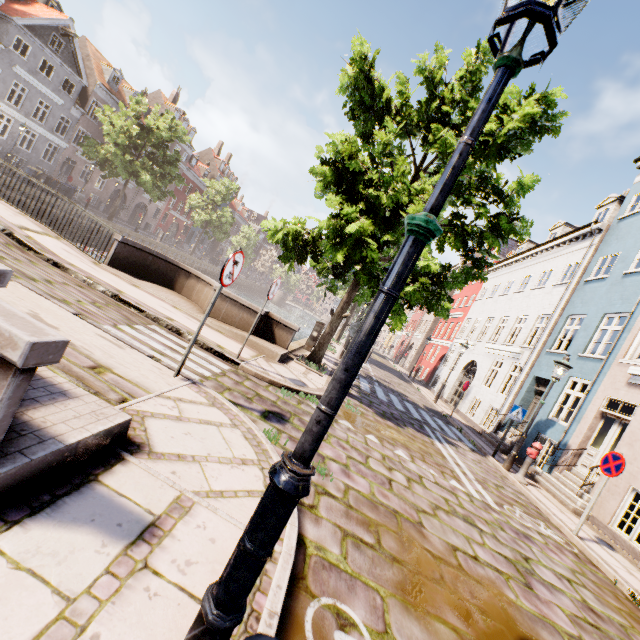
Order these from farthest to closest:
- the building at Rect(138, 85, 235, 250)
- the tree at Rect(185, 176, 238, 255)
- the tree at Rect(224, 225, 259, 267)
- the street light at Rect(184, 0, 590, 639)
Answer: the tree at Rect(224, 225, 259, 267) < the building at Rect(138, 85, 235, 250) < the tree at Rect(185, 176, 238, 255) < the street light at Rect(184, 0, 590, 639)

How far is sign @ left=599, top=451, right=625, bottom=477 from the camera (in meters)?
6.42

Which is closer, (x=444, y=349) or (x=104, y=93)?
(x=444, y=349)

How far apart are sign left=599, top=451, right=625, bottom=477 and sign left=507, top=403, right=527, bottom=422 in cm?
376

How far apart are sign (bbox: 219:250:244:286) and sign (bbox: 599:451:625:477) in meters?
8.2 m

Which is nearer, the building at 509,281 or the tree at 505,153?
the tree at 505,153

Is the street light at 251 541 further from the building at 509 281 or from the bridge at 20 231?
the building at 509 281

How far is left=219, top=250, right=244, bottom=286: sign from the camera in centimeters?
414cm
